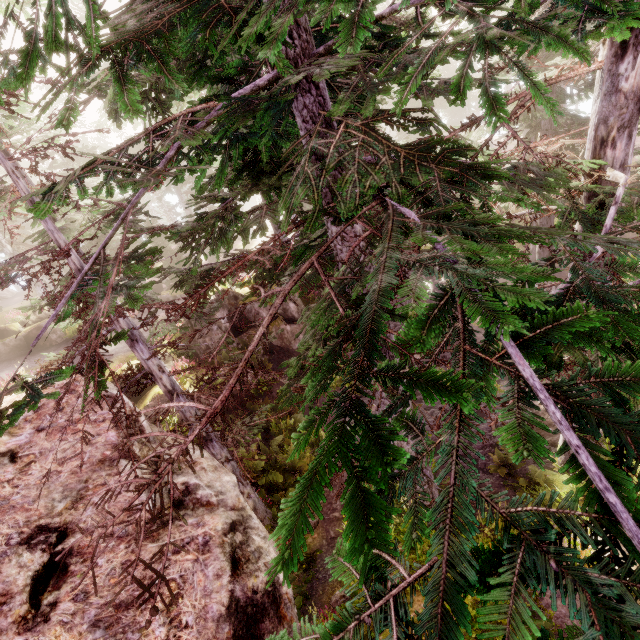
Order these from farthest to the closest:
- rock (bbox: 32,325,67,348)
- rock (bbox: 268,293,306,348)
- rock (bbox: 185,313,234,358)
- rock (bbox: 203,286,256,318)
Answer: rock (bbox: 32,325,67,348)
rock (bbox: 268,293,306,348)
rock (bbox: 203,286,256,318)
rock (bbox: 185,313,234,358)

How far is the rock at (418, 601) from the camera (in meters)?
5.87

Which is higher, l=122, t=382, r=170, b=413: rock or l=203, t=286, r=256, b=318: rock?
l=203, t=286, r=256, b=318: rock

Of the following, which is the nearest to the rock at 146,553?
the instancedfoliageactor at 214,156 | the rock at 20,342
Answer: the instancedfoliageactor at 214,156

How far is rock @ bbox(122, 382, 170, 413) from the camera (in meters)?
6.11

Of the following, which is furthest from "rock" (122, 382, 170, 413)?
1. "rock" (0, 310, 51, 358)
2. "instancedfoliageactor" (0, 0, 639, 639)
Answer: "rock" (0, 310, 51, 358)

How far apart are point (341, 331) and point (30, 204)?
5.9 meters
